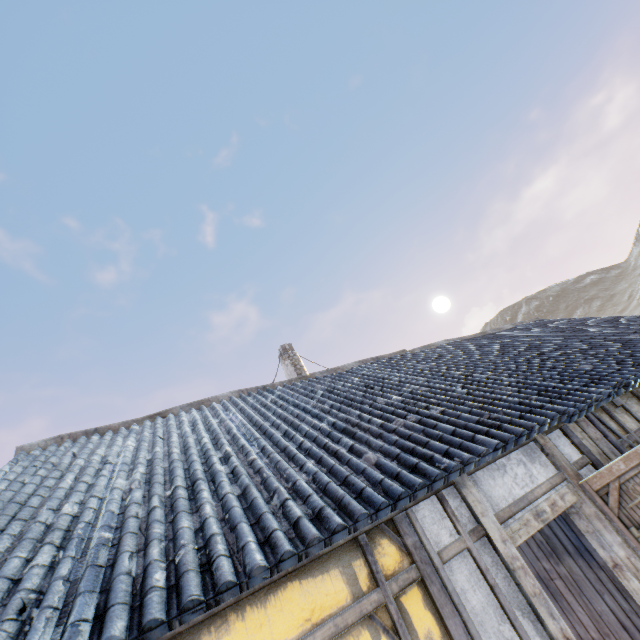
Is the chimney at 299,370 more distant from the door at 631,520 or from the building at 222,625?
the door at 631,520

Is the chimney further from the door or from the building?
the door

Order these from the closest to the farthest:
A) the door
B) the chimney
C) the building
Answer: the building < the door < the chimney

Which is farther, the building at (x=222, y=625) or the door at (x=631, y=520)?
the door at (x=631, y=520)

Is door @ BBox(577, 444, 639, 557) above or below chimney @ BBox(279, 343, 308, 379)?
below

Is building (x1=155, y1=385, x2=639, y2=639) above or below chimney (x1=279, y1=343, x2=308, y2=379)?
below

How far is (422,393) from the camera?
4.7m

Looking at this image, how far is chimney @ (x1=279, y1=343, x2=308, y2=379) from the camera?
11.0 meters
